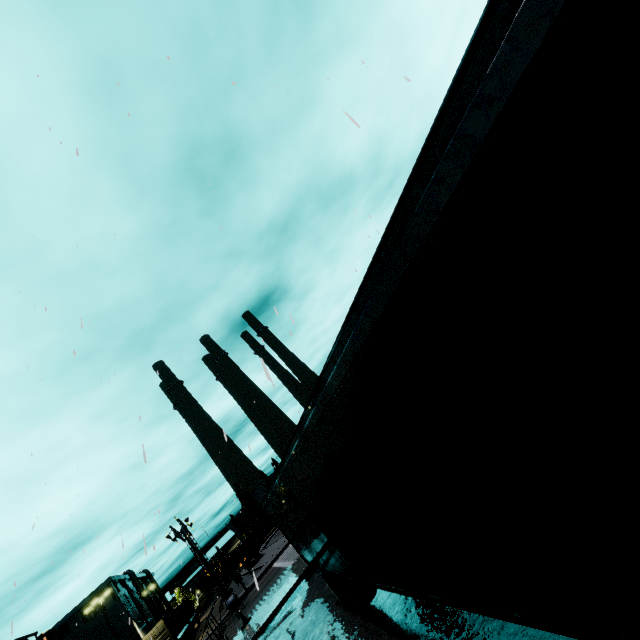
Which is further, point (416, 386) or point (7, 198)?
point (7, 198)

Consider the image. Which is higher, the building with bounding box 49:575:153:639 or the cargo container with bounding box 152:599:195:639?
the building with bounding box 49:575:153:639

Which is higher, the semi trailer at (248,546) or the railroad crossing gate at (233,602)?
the semi trailer at (248,546)

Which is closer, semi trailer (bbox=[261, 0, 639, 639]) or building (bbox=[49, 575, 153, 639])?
semi trailer (bbox=[261, 0, 639, 639])

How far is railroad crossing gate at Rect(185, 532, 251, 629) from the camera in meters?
18.3

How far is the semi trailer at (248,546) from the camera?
49.38m

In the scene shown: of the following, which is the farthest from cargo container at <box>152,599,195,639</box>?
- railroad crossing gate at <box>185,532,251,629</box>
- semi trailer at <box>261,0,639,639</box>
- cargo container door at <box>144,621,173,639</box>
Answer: railroad crossing gate at <box>185,532,251,629</box>

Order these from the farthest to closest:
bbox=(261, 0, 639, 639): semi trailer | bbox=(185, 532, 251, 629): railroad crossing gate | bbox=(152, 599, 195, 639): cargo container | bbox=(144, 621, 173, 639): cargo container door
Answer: bbox=(152, 599, 195, 639): cargo container
bbox=(144, 621, 173, 639): cargo container door
bbox=(185, 532, 251, 629): railroad crossing gate
bbox=(261, 0, 639, 639): semi trailer
